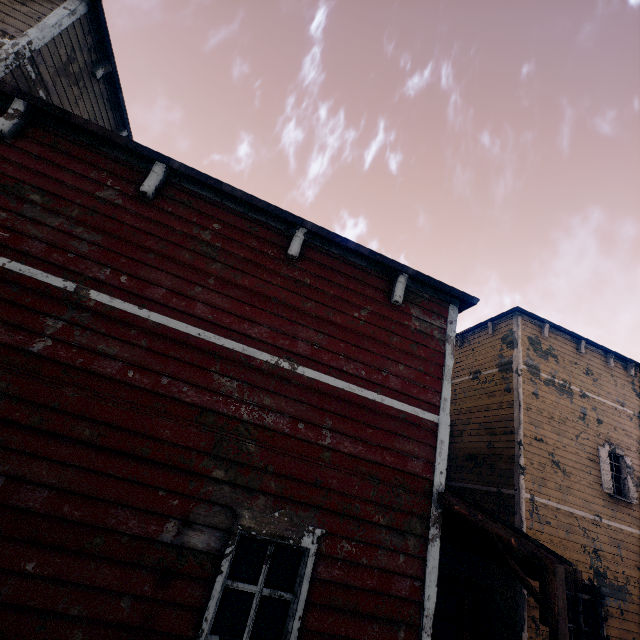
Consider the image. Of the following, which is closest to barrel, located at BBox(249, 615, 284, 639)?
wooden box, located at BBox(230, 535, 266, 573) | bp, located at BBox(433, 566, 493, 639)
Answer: bp, located at BBox(433, 566, 493, 639)

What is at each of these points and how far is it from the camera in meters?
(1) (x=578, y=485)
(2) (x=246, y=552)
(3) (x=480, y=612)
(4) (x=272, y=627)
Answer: (1) building, 9.9 m
(2) wooden box, 9.7 m
(3) bp, 4.3 m
(4) barrel, 4.3 m

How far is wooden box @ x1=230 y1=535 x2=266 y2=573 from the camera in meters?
9.5

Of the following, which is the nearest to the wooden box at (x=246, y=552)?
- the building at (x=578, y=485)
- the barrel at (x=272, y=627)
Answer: the building at (x=578, y=485)

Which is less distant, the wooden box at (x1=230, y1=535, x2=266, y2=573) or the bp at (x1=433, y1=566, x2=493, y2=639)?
the bp at (x1=433, y1=566, x2=493, y2=639)

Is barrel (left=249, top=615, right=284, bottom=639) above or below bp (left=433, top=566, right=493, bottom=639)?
below

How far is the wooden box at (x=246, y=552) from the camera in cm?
948

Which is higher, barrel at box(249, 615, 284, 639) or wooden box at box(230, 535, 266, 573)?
barrel at box(249, 615, 284, 639)
